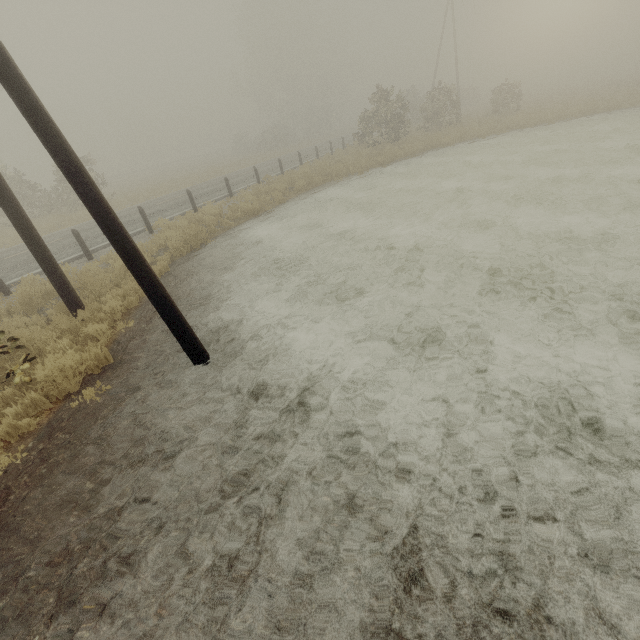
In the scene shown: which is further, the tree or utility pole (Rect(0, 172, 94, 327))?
the tree

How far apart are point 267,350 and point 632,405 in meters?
4.5

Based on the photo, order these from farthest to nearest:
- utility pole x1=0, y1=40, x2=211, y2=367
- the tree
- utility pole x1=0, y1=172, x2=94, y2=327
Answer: the tree, utility pole x1=0, y1=172, x2=94, y2=327, utility pole x1=0, y1=40, x2=211, y2=367

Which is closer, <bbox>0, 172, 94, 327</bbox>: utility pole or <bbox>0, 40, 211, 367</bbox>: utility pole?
<bbox>0, 40, 211, 367</bbox>: utility pole

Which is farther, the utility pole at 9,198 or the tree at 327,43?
the tree at 327,43
